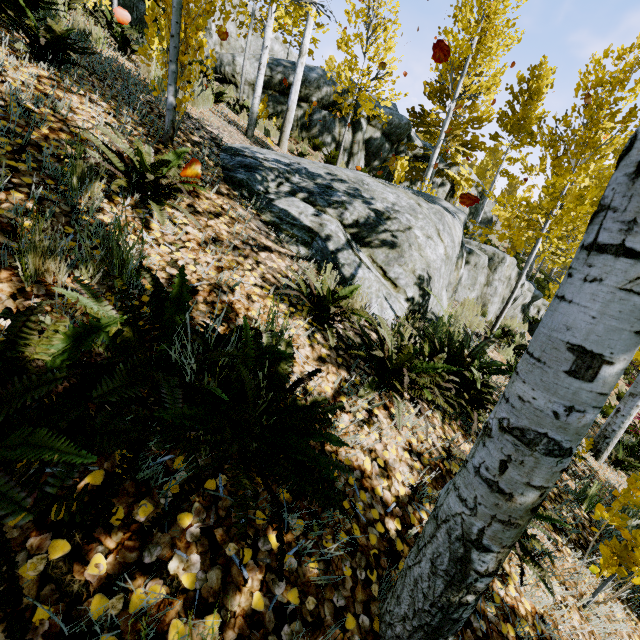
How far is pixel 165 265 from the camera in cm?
210

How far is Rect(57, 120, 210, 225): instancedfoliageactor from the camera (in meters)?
1.99

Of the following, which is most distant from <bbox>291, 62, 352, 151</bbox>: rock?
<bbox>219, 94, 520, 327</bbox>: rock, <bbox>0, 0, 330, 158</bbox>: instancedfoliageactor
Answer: <bbox>219, 94, 520, 327</bbox>: rock

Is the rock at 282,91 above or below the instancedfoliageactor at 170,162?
above

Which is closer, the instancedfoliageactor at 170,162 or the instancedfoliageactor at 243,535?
the instancedfoliageactor at 243,535

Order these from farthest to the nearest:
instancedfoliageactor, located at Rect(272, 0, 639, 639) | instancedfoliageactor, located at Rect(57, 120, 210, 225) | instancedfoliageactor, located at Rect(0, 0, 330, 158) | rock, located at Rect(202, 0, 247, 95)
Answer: rock, located at Rect(202, 0, 247, 95) < instancedfoliageactor, located at Rect(0, 0, 330, 158) < instancedfoliageactor, located at Rect(57, 120, 210, 225) < instancedfoliageactor, located at Rect(272, 0, 639, 639)
